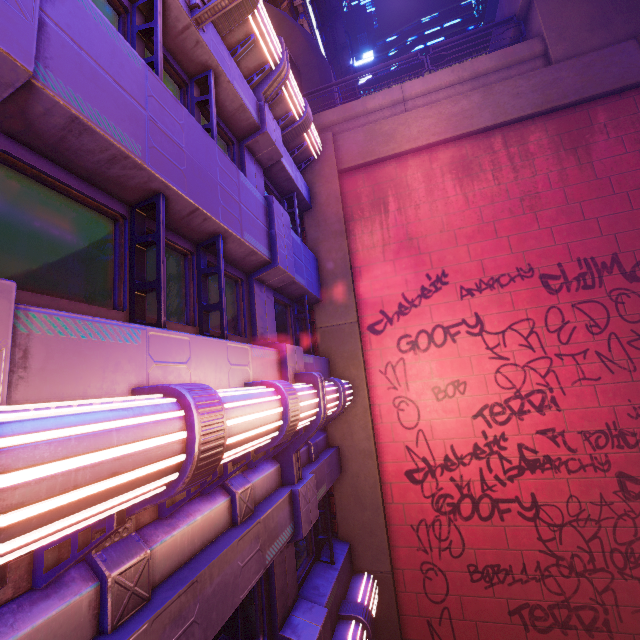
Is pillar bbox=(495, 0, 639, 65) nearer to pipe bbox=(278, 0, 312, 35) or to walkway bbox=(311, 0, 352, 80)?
pipe bbox=(278, 0, 312, 35)

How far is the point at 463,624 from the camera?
7.44m

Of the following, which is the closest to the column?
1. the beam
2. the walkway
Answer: the beam

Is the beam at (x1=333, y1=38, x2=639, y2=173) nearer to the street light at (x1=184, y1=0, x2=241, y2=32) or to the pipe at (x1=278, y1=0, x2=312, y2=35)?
the street light at (x1=184, y1=0, x2=241, y2=32)

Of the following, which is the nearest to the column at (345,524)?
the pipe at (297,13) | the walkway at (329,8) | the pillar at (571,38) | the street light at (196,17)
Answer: the street light at (196,17)

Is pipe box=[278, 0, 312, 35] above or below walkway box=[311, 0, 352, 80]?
below

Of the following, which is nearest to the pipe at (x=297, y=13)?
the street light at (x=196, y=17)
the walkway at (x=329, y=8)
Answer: the walkway at (x=329, y=8)

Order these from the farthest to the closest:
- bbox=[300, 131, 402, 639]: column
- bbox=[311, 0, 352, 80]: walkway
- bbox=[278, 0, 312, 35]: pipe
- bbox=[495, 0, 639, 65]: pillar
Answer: bbox=[311, 0, 352, 80]: walkway, bbox=[278, 0, 312, 35]: pipe, bbox=[495, 0, 639, 65]: pillar, bbox=[300, 131, 402, 639]: column
